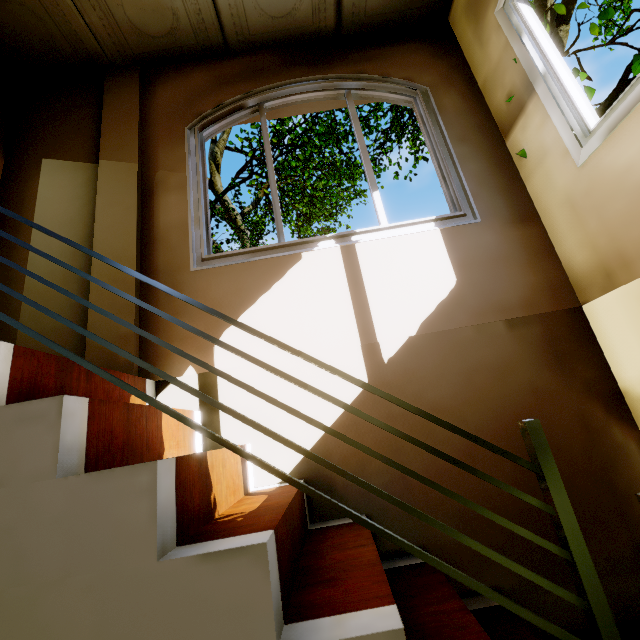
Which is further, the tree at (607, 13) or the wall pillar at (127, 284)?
the tree at (607, 13)

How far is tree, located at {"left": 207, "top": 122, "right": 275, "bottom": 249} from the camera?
10.41m

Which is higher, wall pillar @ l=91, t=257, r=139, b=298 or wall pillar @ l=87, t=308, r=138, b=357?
wall pillar @ l=91, t=257, r=139, b=298

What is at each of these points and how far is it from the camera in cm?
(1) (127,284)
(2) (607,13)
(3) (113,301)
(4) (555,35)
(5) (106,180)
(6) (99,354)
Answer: (1) wall pillar, 210
(2) tree, 333
(3) wall pillar, 206
(4) tree, 834
(5) wall pillar, 238
(6) wall pillar, 196

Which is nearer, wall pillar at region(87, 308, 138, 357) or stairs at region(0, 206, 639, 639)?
stairs at region(0, 206, 639, 639)

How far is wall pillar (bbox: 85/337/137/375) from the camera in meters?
1.9

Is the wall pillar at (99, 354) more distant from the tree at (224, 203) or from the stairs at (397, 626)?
the tree at (224, 203)

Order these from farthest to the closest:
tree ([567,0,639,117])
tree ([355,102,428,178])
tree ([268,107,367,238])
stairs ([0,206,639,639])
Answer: tree ([268,107,367,238]) → tree ([355,102,428,178]) → tree ([567,0,639,117]) → stairs ([0,206,639,639])
